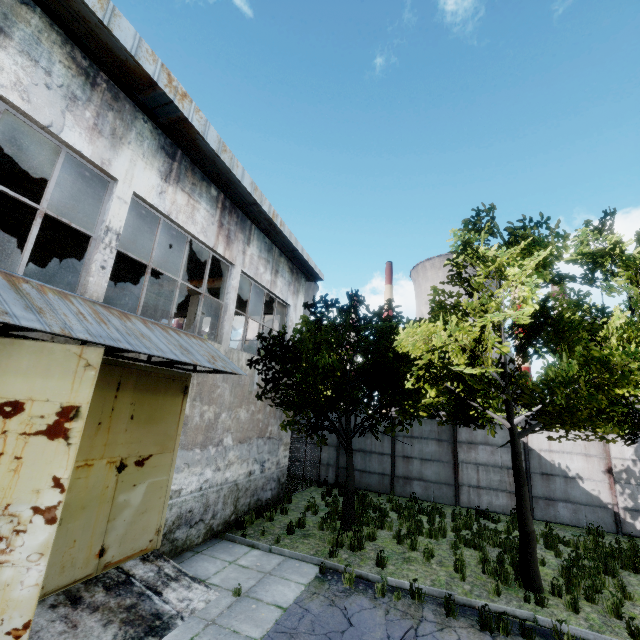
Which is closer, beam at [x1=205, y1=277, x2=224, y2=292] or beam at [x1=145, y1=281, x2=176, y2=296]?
beam at [x1=205, y1=277, x2=224, y2=292]

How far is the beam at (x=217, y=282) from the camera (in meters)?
13.09

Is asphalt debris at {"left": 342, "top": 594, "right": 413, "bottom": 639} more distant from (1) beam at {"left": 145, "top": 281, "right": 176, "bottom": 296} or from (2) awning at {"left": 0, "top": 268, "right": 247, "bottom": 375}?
(1) beam at {"left": 145, "top": 281, "right": 176, "bottom": 296}

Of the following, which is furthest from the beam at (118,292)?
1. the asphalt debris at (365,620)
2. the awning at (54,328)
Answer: the asphalt debris at (365,620)

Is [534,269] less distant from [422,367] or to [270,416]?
[422,367]

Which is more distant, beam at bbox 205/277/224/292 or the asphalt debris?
beam at bbox 205/277/224/292

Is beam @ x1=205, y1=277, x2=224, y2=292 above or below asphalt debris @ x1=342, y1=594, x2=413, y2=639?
above

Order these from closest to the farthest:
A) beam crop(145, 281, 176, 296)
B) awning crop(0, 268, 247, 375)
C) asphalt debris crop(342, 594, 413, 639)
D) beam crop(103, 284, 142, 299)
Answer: awning crop(0, 268, 247, 375)
asphalt debris crop(342, 594, 413, 639)
beam crop(145, 281, 176, 296)
beam crop(103, 284, 142, 299)
